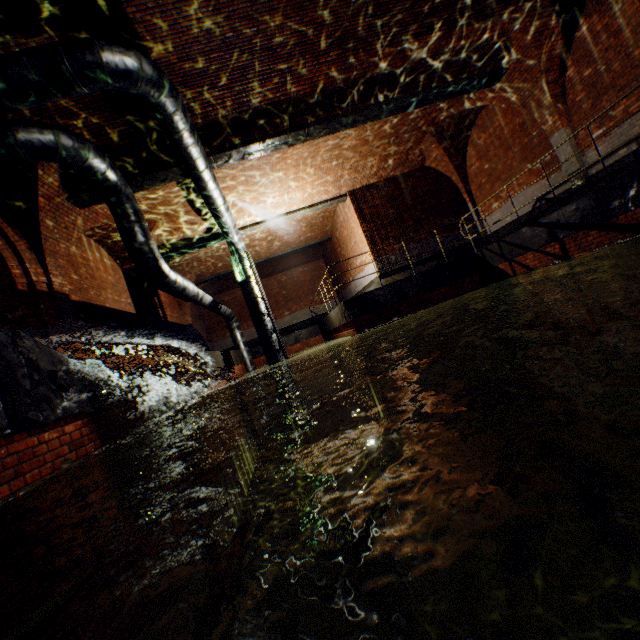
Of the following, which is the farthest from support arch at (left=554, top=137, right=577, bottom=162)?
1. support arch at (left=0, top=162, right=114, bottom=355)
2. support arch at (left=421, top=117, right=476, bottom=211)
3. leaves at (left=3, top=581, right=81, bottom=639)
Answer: leaves at (left=3, top=581, right=81, bottom=639)

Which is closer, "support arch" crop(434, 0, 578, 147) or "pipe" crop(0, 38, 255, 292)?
"pipe" crop(0, 38, 255, 292)

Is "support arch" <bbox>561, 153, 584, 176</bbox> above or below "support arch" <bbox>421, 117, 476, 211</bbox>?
below

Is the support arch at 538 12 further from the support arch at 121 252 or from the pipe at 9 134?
the support arch at 121 252

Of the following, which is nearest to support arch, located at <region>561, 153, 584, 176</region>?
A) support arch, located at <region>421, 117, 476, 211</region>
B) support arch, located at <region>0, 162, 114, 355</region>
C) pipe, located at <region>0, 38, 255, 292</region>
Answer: support arch, located at <region>421, 117, 476, 211</region>

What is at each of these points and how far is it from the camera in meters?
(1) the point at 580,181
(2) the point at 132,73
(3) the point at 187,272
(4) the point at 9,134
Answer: (1) support arch, 9.1 m
(2) pipe, 5.1 m
(3) support arch, 16.2 m
(4) pipe, 5.1 m

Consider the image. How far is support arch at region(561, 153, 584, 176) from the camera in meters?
9.0 m
